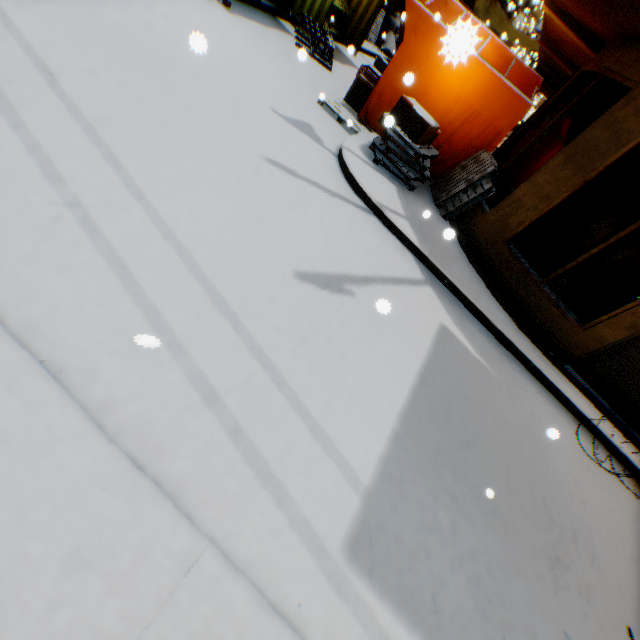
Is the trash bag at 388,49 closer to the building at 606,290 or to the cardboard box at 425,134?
the building at 606,290

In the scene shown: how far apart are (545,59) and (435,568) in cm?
1442

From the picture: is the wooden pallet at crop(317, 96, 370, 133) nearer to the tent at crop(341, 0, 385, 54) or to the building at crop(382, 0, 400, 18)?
the tent at crop(341, 0, 385, 54)

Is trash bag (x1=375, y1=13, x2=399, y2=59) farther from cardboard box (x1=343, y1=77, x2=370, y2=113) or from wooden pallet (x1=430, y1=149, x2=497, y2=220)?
wooden pallet (x1=430, y1=149, x2=497, y2=220)

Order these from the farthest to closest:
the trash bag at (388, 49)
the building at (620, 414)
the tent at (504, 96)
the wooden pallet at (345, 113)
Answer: the trash bag at (388, 49)
the wooden pallet at (345, 113)
the tent at (504, 96)
the building at (620, 414)

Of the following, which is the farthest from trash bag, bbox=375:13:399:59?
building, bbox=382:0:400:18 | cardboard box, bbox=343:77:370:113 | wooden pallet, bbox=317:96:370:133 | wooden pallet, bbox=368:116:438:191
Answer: wooden pallet, bbox=368:116:438:191

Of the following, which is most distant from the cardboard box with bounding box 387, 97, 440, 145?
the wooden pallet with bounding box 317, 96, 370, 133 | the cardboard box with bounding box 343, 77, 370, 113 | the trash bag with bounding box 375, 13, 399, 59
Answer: the trash bag with bounding box 375, 13, 399, 59

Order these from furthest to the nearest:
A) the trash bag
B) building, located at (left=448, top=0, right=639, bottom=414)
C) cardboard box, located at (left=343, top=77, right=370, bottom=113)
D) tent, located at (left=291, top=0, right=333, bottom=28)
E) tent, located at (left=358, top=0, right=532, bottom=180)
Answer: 1. the trash bag
2. tent, located at (left=291, top=0, right=333, bottom=28)
3. cardboard box, located at (left=343, top=77, right=370, bottom=113)
4. tent, located at (left=358, top=0, right=532, bottom=180)
5. building, located at (left=448, top=0, right=639, bottom=414)
